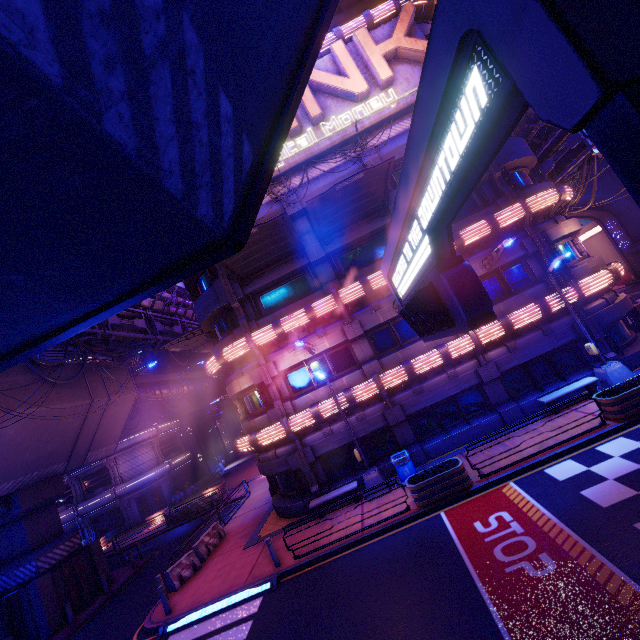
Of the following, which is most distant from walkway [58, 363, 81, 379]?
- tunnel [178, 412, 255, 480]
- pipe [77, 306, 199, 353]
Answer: tunnel [178, 412, 255, 480]

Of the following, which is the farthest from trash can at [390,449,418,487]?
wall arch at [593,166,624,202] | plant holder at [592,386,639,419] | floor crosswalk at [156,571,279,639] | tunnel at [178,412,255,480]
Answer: tunnel at [178,412,255,480]

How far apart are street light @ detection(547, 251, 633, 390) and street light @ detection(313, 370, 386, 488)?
9.9 meters

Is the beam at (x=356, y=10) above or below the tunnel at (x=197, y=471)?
above

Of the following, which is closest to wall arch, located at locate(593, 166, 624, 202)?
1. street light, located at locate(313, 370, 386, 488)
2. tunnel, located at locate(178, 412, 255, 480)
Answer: street light, located at locate(313, 370, 386, 488)

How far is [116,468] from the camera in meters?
35.9 m

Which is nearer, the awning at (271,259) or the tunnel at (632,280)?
the awning at (271,259)

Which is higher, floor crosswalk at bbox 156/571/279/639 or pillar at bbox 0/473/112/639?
pillar at bbox 0/473/112/639
